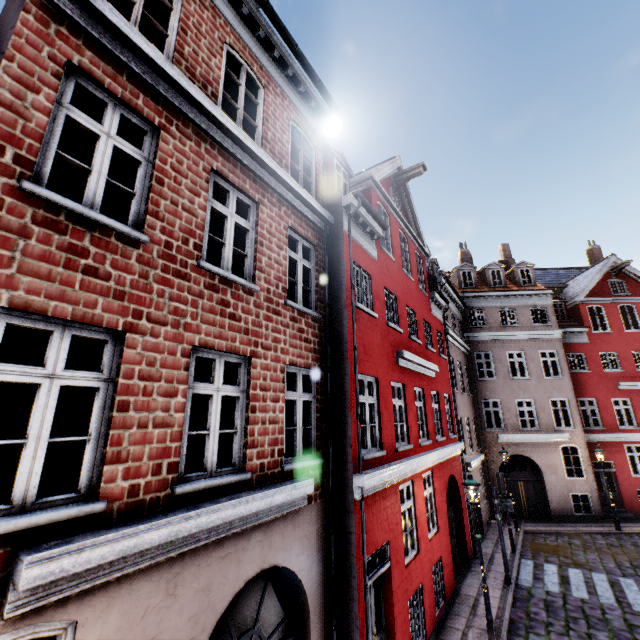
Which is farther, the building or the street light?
the street light

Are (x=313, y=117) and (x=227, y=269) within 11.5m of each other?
yes

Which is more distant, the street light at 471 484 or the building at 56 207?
the street light at 471 484
